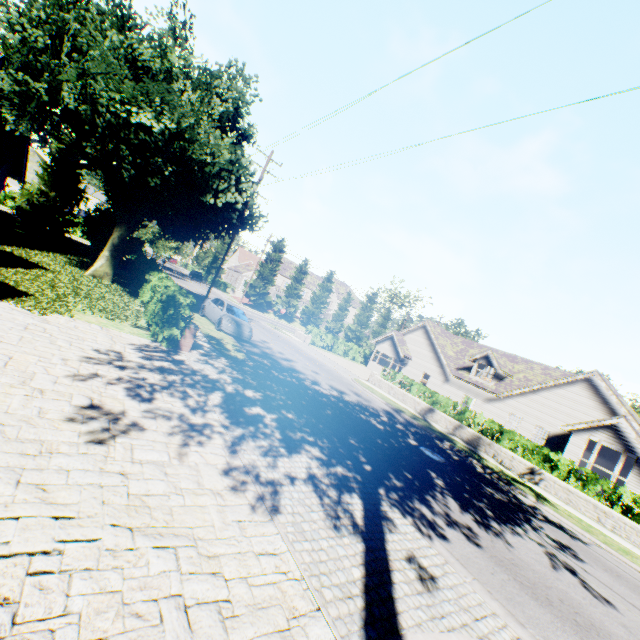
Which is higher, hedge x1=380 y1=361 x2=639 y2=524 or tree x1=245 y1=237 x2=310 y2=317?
tree x1=245 y1=237 x2=310 y2=317

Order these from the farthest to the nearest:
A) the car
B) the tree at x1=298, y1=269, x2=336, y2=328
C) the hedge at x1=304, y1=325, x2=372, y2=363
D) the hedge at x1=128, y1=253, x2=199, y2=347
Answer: the tree at x1=298, y1=269, x2=336, y2=328
the hedge at x1=304, y1=325, x2=372, y2=363
the car
the hedge at x1=128, y1=253, x2=199, y2=347

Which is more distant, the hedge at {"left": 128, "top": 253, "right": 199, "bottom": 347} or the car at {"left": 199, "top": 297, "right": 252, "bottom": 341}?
the car at {"left": 199, "top": 297, "right": 252, "bottom": 341}

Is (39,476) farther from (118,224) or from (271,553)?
(118,224)

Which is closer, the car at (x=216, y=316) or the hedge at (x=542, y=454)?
the hedge at (x=542, y=454)

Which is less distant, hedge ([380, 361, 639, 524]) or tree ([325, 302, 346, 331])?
hedge ([380, 361, 639, 524])

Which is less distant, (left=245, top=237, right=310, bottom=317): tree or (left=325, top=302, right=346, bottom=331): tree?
(left=245, top=237, right=310, bottom=317): tree

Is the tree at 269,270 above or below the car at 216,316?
above
